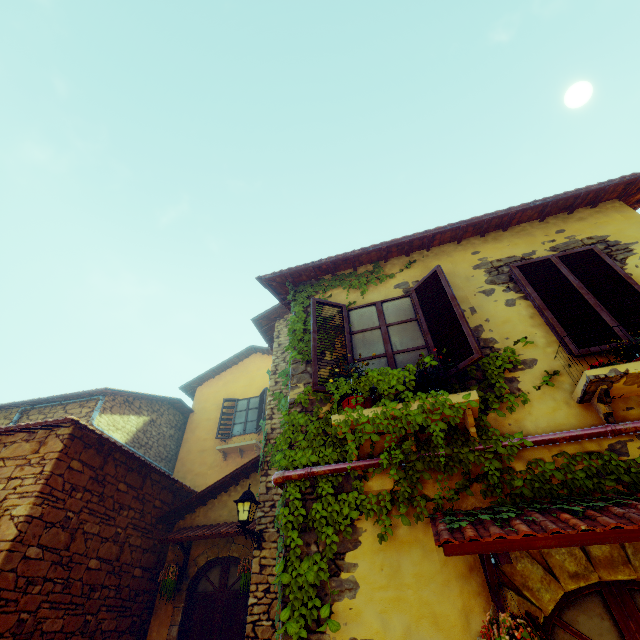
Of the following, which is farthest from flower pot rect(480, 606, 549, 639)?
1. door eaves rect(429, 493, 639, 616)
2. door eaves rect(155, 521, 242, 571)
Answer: door eaves rect(155, 521, 242, 571)

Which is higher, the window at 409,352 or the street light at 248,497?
the window at 409,352

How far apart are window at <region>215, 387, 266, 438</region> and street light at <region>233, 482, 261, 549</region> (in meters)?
5.45

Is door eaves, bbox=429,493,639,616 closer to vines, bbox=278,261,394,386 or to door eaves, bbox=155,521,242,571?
vines, bbox=278,261,394,386

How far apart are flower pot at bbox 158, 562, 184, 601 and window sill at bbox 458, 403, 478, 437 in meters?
5.5

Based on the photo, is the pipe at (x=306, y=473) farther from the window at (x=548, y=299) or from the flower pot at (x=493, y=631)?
the flower pot at (x=493, y=631)

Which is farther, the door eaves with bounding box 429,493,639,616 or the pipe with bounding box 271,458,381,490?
the pipe with bounding box 271,458,381,490

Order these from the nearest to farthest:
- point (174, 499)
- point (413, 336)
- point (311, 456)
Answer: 1. point (311, 456)
2. point (413, 336)
3. point (174, 499)
